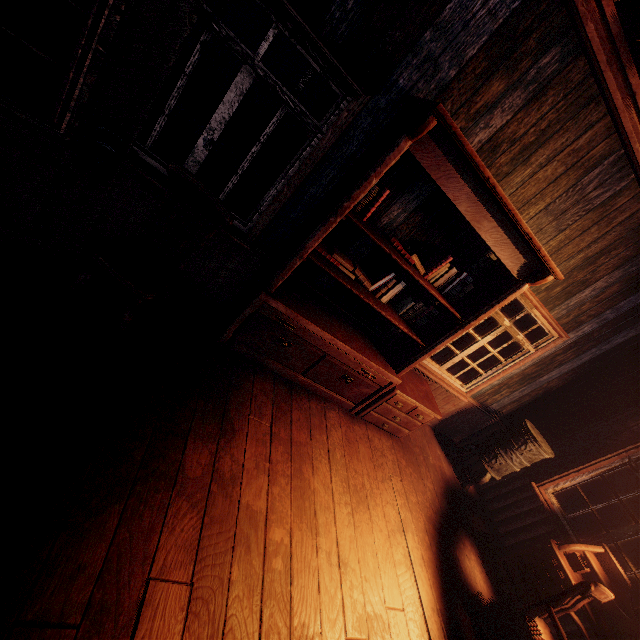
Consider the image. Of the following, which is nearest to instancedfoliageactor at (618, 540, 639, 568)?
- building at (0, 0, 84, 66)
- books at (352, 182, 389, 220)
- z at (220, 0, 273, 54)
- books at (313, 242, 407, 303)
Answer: z at (220, 0, 273, 54)

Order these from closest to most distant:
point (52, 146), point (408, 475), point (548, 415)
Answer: point (52, 146)
point (408, 475)
point (548, 415)

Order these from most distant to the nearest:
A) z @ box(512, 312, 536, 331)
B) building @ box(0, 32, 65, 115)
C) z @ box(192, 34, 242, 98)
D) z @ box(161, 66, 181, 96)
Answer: z @ box(192, 34, 242, 98)
z @ box(512, 312, 536, 331)
z @ box(161, 66, 181, 96)
building @ box(0, 32, 65, 115)

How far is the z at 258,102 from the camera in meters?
17.5 m

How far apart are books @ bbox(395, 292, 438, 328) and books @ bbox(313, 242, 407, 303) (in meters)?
0.27

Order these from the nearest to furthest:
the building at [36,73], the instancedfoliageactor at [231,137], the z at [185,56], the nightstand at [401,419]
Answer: the building at [36,73] < the nightstand at [401,419] < the instancedfoliageactor at [231,137] < the z at [185,56]

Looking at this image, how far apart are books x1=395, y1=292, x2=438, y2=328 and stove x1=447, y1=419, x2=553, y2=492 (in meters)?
2.41

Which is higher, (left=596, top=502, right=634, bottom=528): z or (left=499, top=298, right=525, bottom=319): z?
(left=499, top=298, right=525, bottom=319): z
